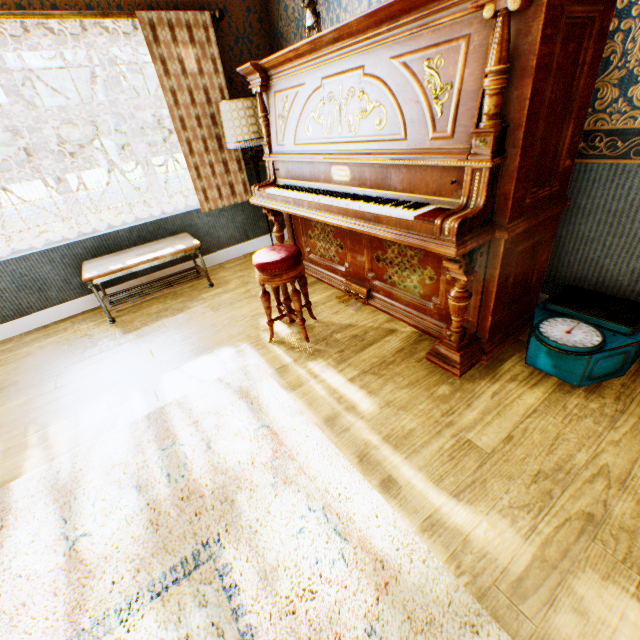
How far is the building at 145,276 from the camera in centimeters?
390cm

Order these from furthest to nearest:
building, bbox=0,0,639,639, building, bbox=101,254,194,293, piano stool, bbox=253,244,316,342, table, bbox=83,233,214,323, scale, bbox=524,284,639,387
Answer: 1. building, bbox=101,254,194,293
2. table, bbox=83,233,214,323
3. piano stool, bbox=253,244,316,342
4. scale, bbox=524,284,639,387
5. building, bbox=0,0,639,639

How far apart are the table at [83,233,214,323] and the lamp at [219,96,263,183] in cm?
109

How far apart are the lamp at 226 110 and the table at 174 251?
1.09m

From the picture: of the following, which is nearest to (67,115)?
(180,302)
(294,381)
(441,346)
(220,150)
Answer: (220,150)

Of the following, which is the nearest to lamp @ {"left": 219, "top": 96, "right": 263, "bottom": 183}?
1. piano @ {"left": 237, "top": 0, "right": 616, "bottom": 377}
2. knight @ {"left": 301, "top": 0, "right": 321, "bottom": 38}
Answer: piano @ {"left": 237, "top": 0, "right": 616, "bottom": 377}

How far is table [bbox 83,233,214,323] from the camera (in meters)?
3.26

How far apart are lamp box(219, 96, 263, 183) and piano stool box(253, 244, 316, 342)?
1.6 meters
